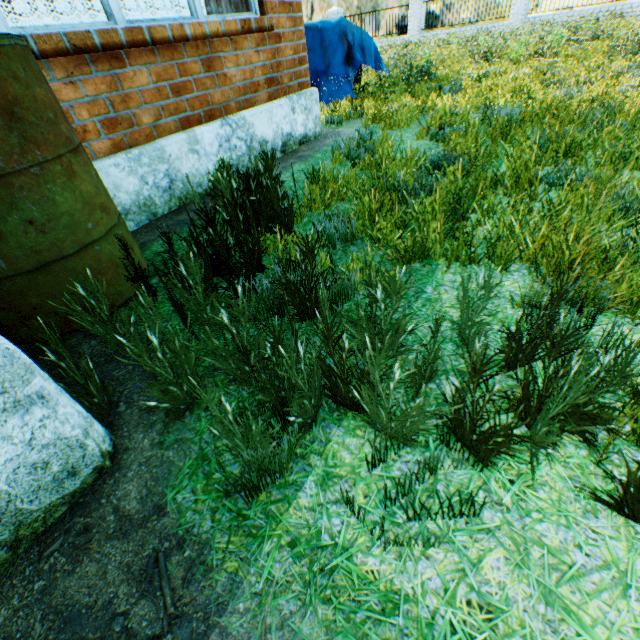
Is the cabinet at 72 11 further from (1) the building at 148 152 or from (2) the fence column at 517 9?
(2) the fence column at 517 9

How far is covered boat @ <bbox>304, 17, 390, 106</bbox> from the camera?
6.1 meters

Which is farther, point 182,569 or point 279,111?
point 279,111

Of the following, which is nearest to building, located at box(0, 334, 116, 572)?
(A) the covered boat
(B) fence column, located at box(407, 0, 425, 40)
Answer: (A) the covered boat

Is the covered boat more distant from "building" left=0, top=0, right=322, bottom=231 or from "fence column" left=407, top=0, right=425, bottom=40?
"fence column" left=407, top=0, right=425, bottom=40

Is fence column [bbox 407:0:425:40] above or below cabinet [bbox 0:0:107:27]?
below

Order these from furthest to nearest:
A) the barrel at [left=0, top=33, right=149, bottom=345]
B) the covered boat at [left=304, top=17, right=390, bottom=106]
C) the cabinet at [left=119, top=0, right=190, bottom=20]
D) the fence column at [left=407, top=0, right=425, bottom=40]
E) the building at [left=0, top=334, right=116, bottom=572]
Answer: the fence column at [left=407, top=0, right=425, bottom=40]
the covered boat at [left=304, top=17, right=390, bottom=106]
the cabinet at [left=119, top=0, right=190, bottom=20]
the barrel at [left=0, top=33, right=149, bottom=345]
the building at [left=0, top=334, right=116, bottom=572]

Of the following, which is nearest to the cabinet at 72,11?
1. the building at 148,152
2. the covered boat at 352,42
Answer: the building at 148,152
